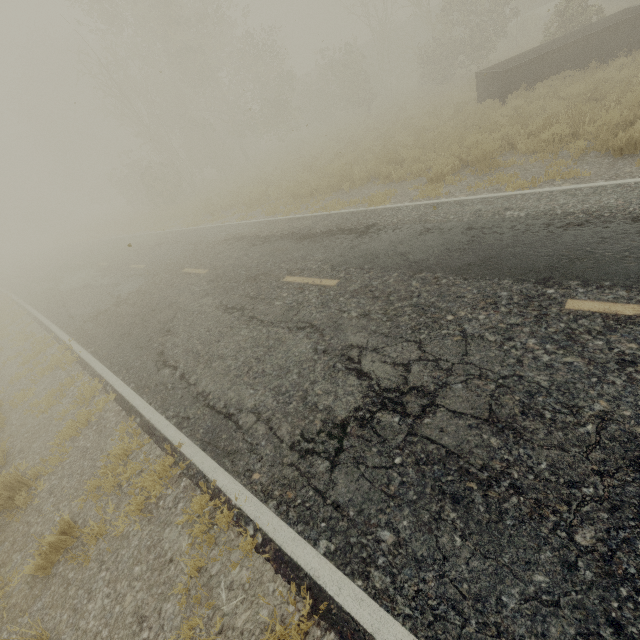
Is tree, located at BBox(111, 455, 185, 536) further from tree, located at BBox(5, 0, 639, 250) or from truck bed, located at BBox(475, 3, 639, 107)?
tree, located at BBox(5, 0, 639, 250)

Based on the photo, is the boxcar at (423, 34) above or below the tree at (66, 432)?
above

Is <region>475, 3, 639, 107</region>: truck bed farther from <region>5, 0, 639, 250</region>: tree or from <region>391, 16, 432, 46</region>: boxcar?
<region>391, 16, 432, 46</region>: boxcar

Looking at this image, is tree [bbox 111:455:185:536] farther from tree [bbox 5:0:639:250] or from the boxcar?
the boxcar

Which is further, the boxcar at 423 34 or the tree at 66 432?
the boxcar at 423 34

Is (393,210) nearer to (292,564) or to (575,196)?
(575,196)

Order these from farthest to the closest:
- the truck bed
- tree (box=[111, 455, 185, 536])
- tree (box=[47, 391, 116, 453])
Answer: the truck bed → tree (box=[47, 391, 116, 453]) → tree (box=[111, 455, 185, 536])

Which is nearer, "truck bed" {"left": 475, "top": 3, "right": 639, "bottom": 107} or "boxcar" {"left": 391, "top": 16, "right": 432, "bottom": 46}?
"truck bed" {"left": 475, "top": 3, "right": 639, "bottom": 107}
